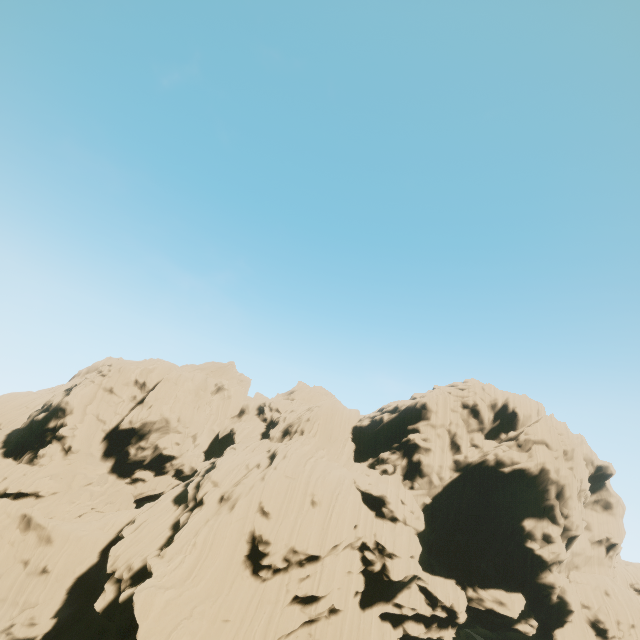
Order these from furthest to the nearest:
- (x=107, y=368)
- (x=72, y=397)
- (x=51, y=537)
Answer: (x=107, y=368) < (x=72, y=397) < (x=51, y=537)
